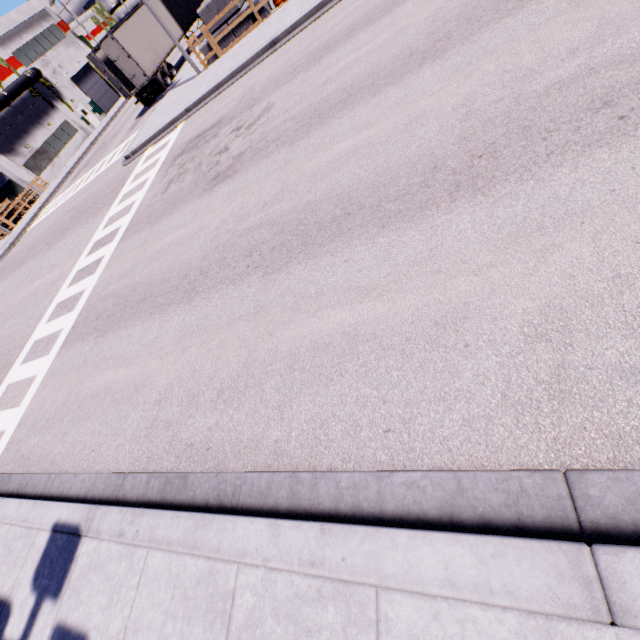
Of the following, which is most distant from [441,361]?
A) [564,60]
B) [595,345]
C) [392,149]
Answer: [564,60]

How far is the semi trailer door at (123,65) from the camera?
19.71m

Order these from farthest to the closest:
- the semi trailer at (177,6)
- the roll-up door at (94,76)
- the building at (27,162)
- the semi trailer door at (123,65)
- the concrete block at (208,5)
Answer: the roll-up door at (94,76)
the building at (27,162)
the semi trailer at (177,6)
the semi trailer door at (123,65)
the concrete block at (208,5)

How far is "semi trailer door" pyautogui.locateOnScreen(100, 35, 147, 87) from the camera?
19.71m

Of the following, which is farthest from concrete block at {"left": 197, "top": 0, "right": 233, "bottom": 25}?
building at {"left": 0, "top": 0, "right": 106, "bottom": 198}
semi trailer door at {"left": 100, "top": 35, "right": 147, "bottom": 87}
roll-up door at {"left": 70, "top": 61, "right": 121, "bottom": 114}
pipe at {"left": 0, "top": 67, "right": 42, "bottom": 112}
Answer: roll-up door at {"left": 70, "top": 61, "right": 121, "bottom": 114}

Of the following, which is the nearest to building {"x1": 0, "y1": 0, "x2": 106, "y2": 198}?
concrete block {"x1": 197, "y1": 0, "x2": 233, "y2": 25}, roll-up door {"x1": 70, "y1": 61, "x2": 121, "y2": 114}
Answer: roll-up door {"x1": 70, "y1": 61, "x2": 121, "y2": 114}

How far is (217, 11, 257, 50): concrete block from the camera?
15.21m
